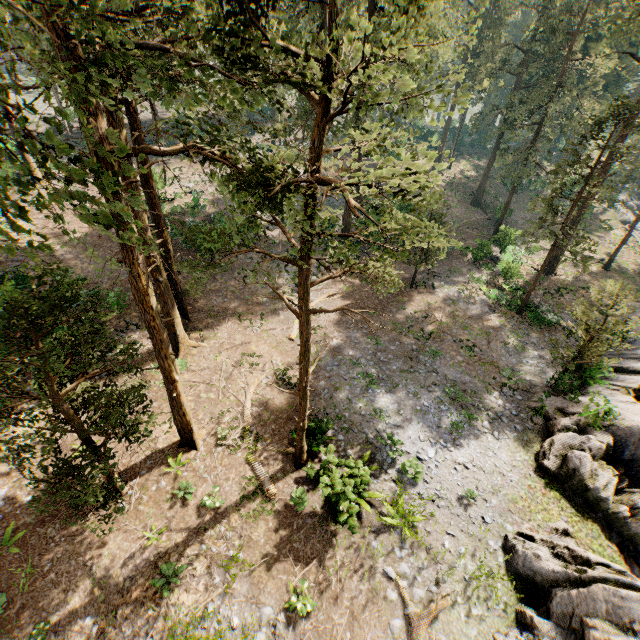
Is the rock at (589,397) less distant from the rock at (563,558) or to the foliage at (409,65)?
the rock at (563,558)

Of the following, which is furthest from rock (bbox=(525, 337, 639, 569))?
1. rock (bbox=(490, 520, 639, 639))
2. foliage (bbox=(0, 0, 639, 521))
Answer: foliage (bbox=(0, 0, 639, 521))

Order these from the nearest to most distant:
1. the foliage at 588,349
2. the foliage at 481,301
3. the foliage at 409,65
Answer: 1. the foliage at 409,65
2. the foliage at 588,349
3. the foliage at 481,301

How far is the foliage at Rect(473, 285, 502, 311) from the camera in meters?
25.4

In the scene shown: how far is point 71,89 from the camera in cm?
500

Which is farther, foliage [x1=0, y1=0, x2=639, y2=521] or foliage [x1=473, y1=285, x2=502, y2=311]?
foliage [x1=473, y1=285, x2=502, y2=311]

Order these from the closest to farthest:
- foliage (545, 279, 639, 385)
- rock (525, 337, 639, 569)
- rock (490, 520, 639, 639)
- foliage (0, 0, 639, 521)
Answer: foliage (0, 0, 639, 521) < rock (490, 520, 639, 639) < rock (525, 337, 639, 569) < foliage (545, 279, 639, 385)
